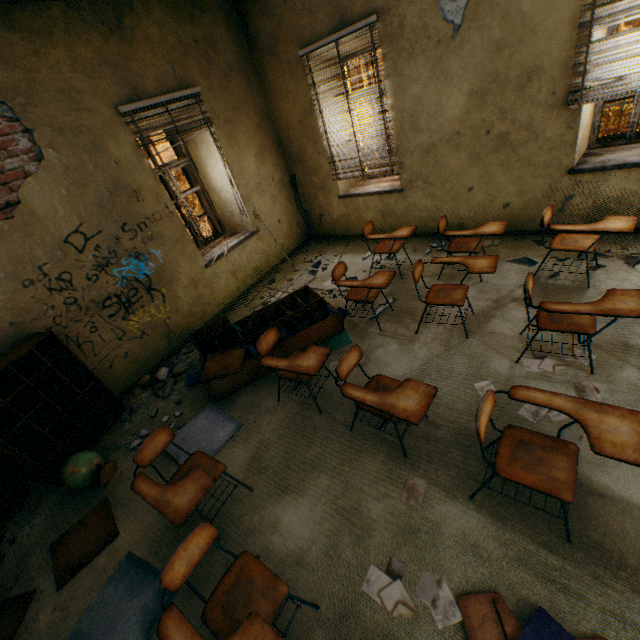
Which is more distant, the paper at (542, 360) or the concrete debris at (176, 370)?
the concrete debris at (176, 370)

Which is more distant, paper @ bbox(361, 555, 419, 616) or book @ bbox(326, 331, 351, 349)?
book @ bbox(326, 331, 351, 349)

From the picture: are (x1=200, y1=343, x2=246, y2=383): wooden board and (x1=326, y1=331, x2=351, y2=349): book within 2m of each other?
yes

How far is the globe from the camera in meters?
3.1

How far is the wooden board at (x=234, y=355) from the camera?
3.61m

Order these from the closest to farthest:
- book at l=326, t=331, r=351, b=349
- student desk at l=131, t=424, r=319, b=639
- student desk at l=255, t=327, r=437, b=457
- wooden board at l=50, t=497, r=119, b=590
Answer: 1. student desk at l=131, t=424, r=319, b=639
2. student desk at l=255, t=327, r=437, b=457
3. wooden board at l=50, t=497, r=119, b=590
4. book at l=326, t=331, r=351, b=349

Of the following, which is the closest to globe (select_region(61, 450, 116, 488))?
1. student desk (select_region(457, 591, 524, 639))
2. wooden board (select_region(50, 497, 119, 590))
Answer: wooden board (select_region(50, 497, 119, 590))

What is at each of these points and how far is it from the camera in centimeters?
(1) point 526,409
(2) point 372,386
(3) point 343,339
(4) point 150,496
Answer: (1) paper, 260cm
(2) student desk, 272cm
(3) book, 395cm
(4) student desk, 216cm
